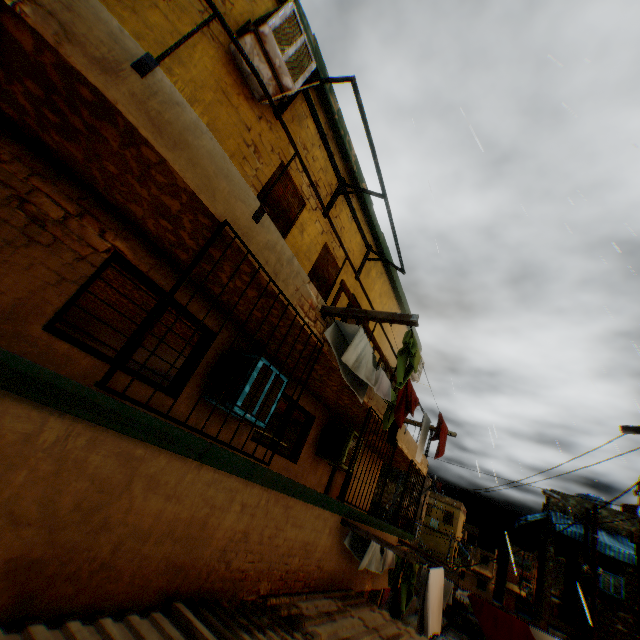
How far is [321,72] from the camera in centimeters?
586cm

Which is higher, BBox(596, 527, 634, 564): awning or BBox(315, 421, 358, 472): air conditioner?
BBox(596, 527, 634, 564): awning

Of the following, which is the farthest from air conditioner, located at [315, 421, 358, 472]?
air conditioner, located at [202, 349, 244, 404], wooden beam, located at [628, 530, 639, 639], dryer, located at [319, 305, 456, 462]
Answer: wooden beam, located at [628, 530, 639, 639]

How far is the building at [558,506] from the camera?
16.59m

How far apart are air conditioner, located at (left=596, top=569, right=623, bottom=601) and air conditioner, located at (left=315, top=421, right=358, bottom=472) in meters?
15.8

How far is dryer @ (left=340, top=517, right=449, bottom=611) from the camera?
4.86m

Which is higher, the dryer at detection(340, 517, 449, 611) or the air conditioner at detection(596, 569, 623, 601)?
the air conditioner at detection(596, 569, 623, 601)

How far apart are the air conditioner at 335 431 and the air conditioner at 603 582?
15.8 meters
